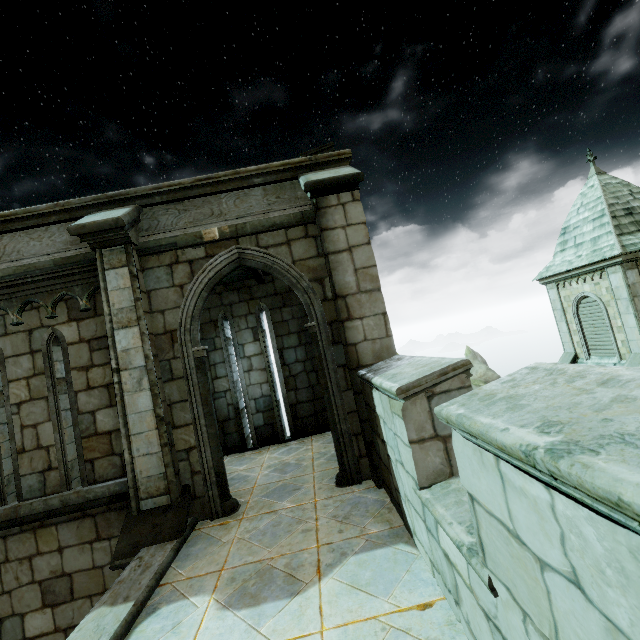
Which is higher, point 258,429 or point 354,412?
point 354,412
